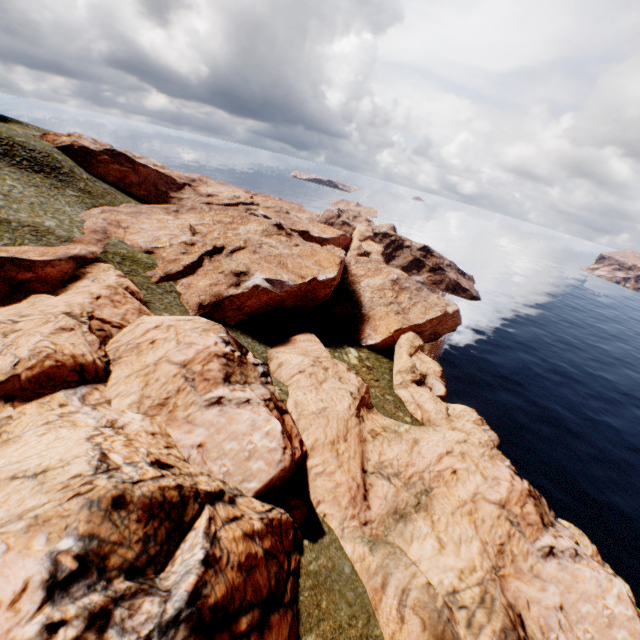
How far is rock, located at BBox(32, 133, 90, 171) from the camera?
57.6m

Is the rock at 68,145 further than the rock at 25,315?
Yes

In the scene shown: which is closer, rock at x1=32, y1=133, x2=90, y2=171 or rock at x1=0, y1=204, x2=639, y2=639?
rock at x1=0, y1=204, x2=639, y2=639

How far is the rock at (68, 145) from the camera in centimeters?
5759cm

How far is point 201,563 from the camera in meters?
11.6
